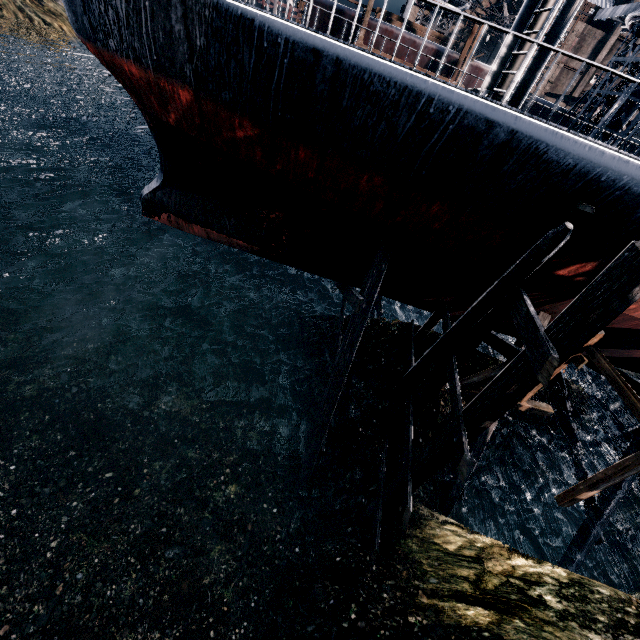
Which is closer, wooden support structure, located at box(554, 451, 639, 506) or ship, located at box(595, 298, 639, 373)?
wooden support structure, located at box(554, 451, 639, 506)

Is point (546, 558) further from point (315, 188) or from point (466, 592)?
point (315, 188)

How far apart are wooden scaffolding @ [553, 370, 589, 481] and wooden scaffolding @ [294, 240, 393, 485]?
11.58m

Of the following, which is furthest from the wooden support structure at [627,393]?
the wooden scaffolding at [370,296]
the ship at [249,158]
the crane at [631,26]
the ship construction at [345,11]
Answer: the ship construction at [345,11]

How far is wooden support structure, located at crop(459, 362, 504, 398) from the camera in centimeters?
1197cm

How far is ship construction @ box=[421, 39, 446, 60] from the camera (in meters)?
25.94

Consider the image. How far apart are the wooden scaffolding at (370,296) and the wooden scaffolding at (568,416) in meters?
11.6 m
